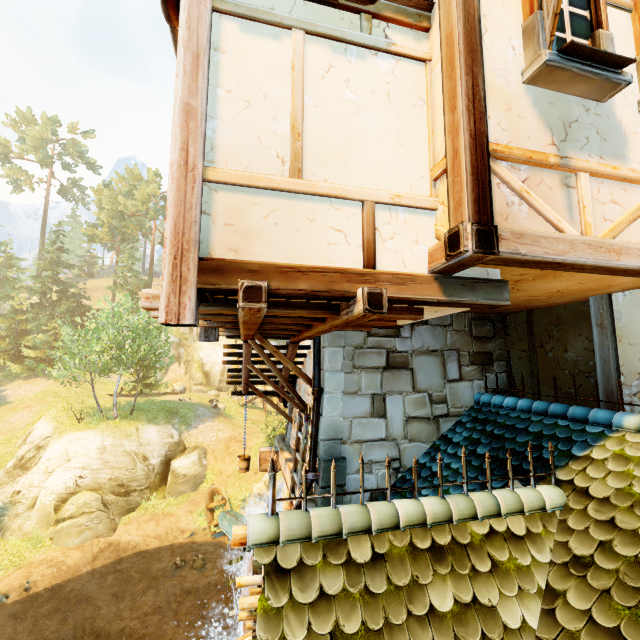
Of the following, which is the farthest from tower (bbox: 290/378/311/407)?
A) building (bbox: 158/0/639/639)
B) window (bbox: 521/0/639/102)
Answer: window (bbox: 521/0/639/102)

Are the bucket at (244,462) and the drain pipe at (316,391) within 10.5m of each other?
yes

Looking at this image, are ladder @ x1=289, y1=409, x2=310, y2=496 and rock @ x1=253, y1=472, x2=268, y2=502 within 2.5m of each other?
no

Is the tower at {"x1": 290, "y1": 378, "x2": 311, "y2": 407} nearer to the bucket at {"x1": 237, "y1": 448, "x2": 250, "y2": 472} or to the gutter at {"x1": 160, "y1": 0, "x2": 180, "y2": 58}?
the gutter at {"x1": 160, "y1": 0, "x2": 180, "y2": 58}

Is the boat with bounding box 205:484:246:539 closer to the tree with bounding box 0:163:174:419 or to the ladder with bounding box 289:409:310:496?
the tree with bounding box 0:163:174:419

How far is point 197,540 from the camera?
18.69m

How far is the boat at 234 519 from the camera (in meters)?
18.77

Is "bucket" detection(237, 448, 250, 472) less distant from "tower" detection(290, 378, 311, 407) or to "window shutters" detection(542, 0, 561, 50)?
"tower" detection(290, 378, 311, 407)
